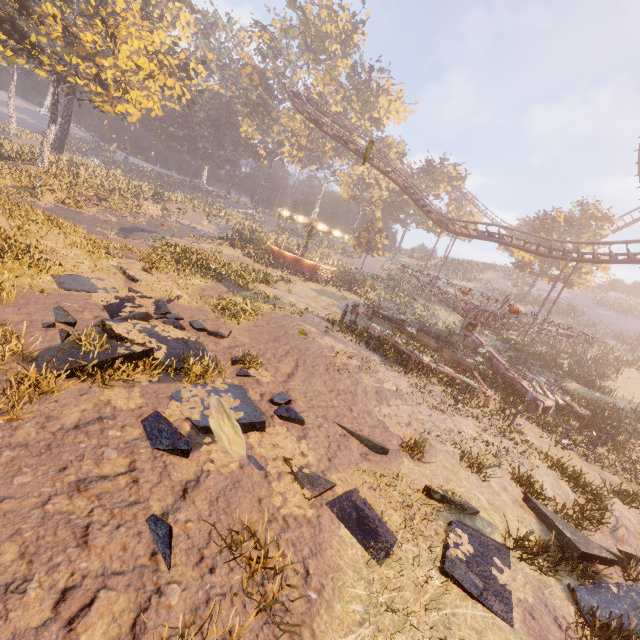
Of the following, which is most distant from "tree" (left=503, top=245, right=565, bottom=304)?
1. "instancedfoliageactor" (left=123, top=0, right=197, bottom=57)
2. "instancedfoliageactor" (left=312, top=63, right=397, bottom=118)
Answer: "instancedfoliageactor" (left=312, top=63, right=397, bottom=118)

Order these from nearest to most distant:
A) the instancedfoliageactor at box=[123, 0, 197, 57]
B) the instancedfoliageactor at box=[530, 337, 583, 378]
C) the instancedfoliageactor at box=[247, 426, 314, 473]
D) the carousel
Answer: the instancedfoliageactor at box=[247, 426, 314, 473]
the instancedfoliageactor at box=[530, 337, 583, 378]
the carousel
the instancedfoliageactor at box=[123, 0, 197, 57]

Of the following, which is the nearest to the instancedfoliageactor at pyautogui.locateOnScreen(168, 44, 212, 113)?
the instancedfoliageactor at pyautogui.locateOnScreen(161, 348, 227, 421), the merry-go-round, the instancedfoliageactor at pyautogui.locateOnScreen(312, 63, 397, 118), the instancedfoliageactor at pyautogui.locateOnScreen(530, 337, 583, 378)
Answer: the instancedfoliageactor at pyautogui.locateOnScreen(312, 63, 397, 118)

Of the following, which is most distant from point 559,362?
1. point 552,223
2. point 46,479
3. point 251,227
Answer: point 251,227

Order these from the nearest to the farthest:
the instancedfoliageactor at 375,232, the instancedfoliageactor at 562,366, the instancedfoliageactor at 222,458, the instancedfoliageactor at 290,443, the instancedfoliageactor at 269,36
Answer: the instancedfoliageactor at 222,458
the instancedfoliageactor at 290,443
the instancedfoliageactor at 562,366
the instancedfoliageactor at 375,232
the instancedfoliageactor at 269,36

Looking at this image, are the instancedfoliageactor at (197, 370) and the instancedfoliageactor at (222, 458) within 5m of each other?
yes

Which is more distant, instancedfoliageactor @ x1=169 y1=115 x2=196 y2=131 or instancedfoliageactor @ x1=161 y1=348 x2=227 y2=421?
instancedfoliageactor @ x1=169 y1=115 x2=196 y2=131

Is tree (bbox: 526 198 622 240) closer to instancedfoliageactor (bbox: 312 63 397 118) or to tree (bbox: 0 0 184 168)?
instancedfoliageactor (bbox: 312 63 397 118)
